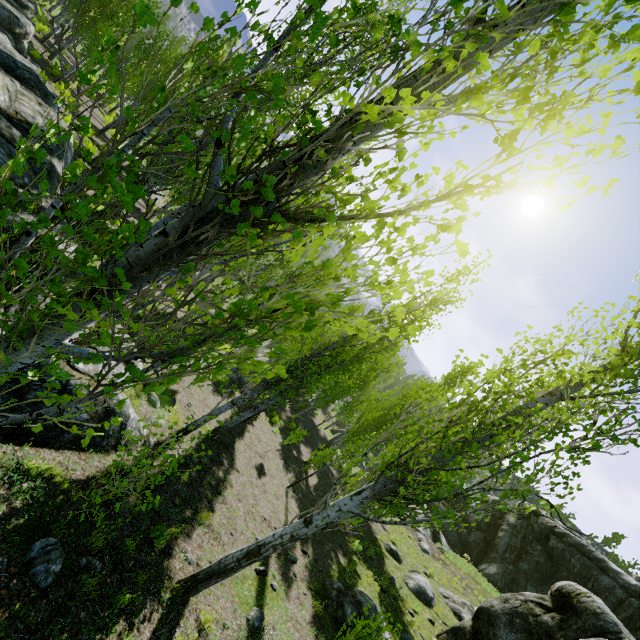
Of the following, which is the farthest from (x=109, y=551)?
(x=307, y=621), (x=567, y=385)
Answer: (x=567, y=385)

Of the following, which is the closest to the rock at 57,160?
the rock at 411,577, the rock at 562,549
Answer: the rock at 562,549

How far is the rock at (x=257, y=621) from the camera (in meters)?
6.47

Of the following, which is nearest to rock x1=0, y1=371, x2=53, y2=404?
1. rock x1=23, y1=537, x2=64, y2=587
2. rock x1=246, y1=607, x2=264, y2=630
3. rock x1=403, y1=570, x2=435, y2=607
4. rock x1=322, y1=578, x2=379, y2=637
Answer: rock x1=23, y1=537, x2=64, y2=587

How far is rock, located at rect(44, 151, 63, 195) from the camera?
10.8m

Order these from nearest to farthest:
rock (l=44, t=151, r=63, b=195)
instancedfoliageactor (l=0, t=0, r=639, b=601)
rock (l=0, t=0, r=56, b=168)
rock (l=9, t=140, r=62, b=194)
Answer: instancedfoliageactor (l=0, t=0, r=639, b=601), rock (l=9, t=140, r=62, b=194), rock (l=0, t=0, r=56, b=168), rock (l=44, t=151, r=63, b=195)

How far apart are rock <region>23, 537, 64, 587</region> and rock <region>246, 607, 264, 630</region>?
3.9m

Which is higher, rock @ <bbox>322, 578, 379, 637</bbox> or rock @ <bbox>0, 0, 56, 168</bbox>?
rock @ <bbox>322, 578, 379, 637</bbox>
